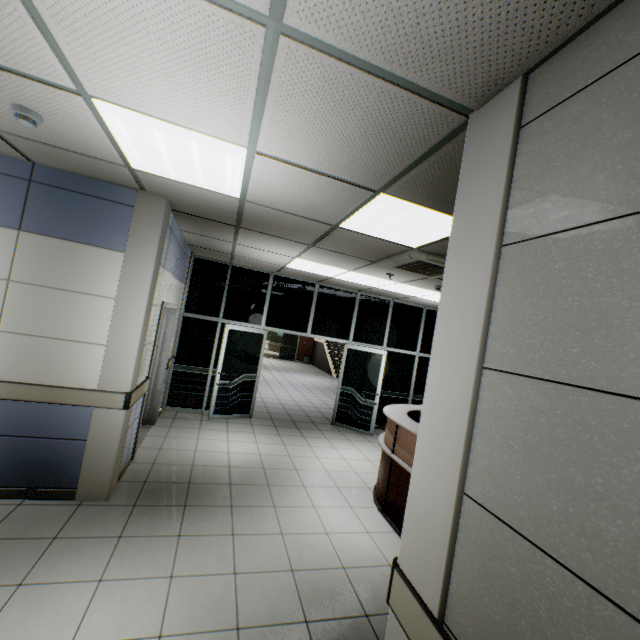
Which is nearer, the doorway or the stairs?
the doorway

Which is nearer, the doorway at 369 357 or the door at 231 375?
the door at 231 375

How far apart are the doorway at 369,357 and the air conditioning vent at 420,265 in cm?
279

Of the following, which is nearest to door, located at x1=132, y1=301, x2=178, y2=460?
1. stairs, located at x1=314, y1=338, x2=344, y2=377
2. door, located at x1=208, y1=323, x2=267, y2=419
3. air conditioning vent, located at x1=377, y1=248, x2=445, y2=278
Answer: door, located at x1=208, y1=323, x2=267, y2=419

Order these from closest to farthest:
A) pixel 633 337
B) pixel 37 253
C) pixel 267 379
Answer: pixel 633 337 → pixel 37 253 → pixel 267 379

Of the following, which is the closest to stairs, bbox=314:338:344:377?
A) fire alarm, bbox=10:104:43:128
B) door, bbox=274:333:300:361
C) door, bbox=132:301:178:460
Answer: door, bbox=274:333:300:361

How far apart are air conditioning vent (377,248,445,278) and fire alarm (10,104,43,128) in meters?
3.5 m

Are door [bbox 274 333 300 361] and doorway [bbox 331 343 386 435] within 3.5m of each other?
no
